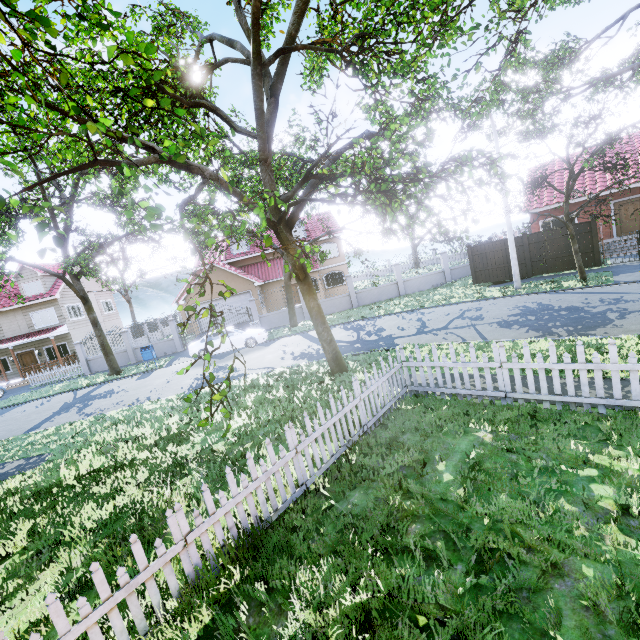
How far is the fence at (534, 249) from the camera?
16.9m

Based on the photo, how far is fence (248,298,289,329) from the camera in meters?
23.4

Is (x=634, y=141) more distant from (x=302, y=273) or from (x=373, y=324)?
(x=302, y=273)

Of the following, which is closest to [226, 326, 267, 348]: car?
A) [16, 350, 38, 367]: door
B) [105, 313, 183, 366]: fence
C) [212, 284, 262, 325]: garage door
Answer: [105, 313, 183, 366]: fence

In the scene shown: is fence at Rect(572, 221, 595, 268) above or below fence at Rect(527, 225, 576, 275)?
below

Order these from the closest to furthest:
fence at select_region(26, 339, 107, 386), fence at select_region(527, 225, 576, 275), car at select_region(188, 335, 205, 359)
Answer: fence at select_region(527, 225, 576, 275) < car at select_region(188, 335, 205, 359) < fence at select_region(26, 339, 107, 386)

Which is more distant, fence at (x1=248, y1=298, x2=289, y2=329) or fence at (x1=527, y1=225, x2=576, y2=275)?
fence at (x1=248, y1=298, x2=289, y2=329)

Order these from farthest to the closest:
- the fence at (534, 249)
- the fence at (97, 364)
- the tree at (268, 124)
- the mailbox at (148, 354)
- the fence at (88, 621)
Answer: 1. the fence at (97, 364)
2. the mailbox at (148, 354)
3. the fence at (534, 249)
4. the tree at (268, 124)
5. the fence at (88, 621)
